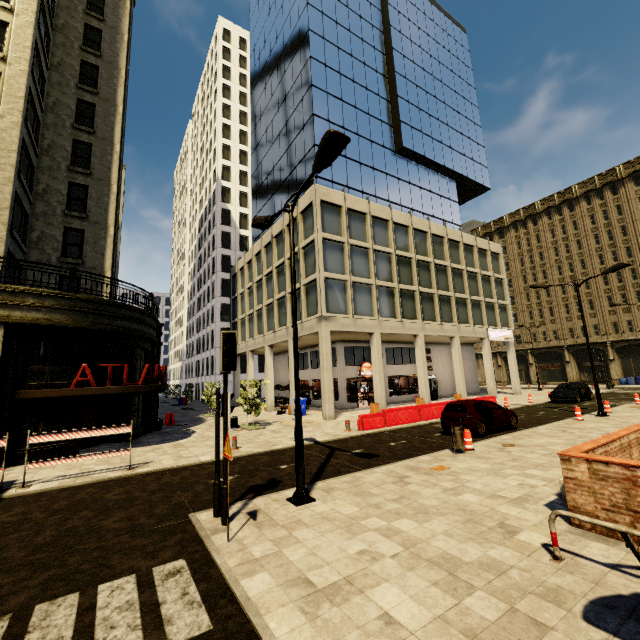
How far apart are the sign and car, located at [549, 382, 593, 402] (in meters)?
7.29

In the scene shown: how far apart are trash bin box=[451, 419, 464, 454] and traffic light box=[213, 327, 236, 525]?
7.8 meters

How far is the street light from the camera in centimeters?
704cm

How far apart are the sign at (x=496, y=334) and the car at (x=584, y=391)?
7.3m

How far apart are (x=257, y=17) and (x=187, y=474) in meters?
55.3

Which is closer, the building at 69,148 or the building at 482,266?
the building at 69,148

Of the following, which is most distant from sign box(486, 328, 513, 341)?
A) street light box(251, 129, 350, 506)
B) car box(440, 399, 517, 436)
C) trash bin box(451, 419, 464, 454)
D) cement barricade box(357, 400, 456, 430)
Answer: street light box(251, 129, 350, 506)

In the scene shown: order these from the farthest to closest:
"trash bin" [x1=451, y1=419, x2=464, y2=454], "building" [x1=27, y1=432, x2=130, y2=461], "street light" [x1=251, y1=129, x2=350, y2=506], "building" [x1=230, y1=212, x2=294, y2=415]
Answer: "building" [x1=230, y1=212, x2=294, y2=415] → "building" [x1=27, y1=432, x2=130, y2=461] → "trash bin" [x1=451, y1=419, x2=464, y2=454] → "street light" [x1=251, y1=129, x2=350, y2=506]
